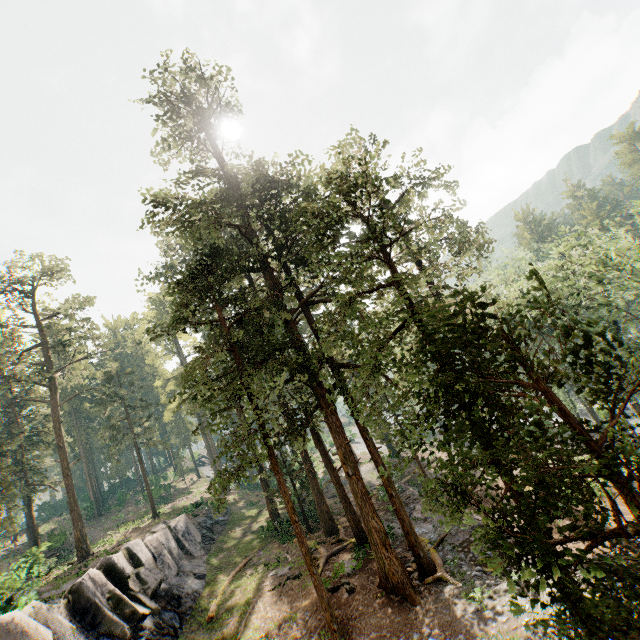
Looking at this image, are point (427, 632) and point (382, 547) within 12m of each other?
yes

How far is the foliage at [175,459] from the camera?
54.9m

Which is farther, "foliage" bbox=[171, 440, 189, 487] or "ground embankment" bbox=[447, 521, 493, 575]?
"foliage" bbox=[171, 440, 189, 487]

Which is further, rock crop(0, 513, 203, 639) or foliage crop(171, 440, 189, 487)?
foliage crop(171, 440, 189, 487)

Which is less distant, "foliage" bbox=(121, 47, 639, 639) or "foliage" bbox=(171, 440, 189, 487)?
"foliage" bbox=(121, 47, 639, 639)

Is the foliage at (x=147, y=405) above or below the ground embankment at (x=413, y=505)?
above

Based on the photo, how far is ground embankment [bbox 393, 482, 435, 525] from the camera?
21.9m
